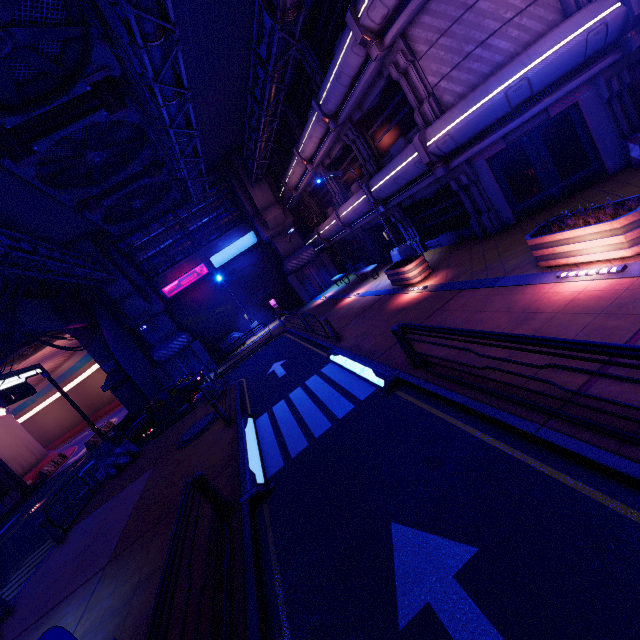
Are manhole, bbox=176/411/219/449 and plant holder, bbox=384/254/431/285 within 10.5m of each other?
yes

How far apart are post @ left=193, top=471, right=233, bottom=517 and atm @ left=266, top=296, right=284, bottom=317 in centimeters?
2330cm

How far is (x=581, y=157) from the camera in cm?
1068

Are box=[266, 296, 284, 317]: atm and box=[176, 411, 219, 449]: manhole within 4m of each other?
no

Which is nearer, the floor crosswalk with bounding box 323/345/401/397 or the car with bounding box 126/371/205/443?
the floor crosswalk with bounding box 323/345/401/397

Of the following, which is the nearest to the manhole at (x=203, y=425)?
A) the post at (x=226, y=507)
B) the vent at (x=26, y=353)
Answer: the post at (x=226, y=507)

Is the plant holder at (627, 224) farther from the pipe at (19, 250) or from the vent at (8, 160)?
the pipe at (19, 250)

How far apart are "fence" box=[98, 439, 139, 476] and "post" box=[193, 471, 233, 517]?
11.80m
